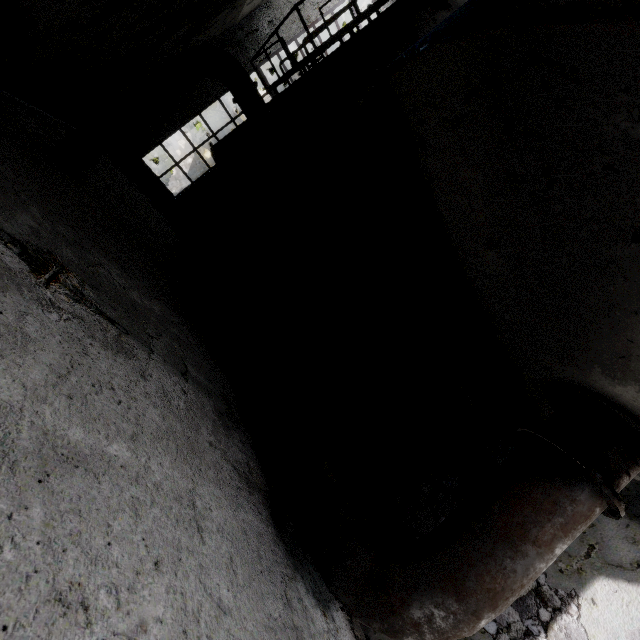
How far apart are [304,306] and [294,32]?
17.9m

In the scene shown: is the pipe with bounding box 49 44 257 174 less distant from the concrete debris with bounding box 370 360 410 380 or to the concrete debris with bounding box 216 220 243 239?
the concrete debris with bounding box 216 220 243 239

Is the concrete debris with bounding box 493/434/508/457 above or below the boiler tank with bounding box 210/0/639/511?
below

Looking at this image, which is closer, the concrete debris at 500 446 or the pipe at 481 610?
the pipe at 481 610

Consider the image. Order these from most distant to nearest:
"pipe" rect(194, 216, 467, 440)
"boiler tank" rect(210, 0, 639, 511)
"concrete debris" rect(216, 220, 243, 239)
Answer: "concrete debris" rect(216, 220, 243, 239) < "pipe" rect(194, 216, 467, 440) < "boiler tank" rect(210, 0, 639, 511)

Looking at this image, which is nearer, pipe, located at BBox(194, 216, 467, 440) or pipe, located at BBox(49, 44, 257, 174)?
pipe, located at BBox(194, 216, 467, 440)

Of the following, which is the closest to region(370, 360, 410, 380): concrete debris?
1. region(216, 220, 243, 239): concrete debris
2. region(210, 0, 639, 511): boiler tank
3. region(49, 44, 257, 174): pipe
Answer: region(210, 0, 639, 511): boiler tank

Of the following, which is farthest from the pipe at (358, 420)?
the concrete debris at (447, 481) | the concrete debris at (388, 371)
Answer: the concrete debris at (447, 481)
